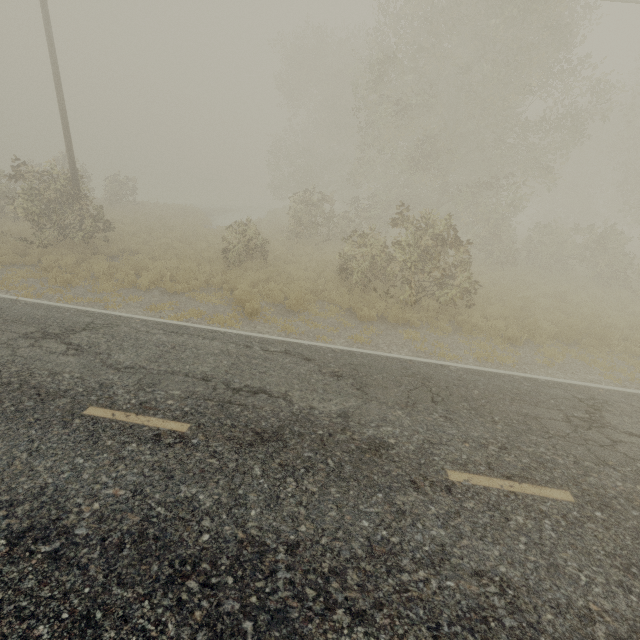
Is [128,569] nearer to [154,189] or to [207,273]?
[207,273]
